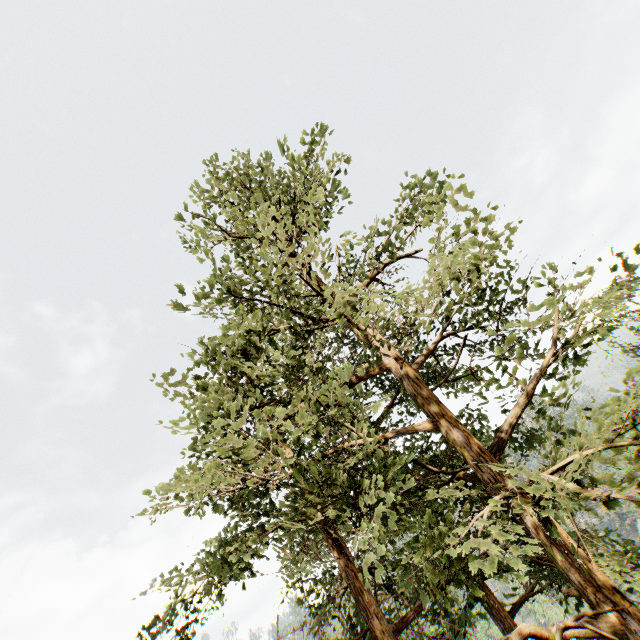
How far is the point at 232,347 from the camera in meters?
9.4

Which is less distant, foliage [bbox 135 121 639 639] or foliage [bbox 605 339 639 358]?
foliage [bbox 135 121 639 639]

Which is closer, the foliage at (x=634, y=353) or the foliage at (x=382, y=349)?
the foliage at (x=382, y=349)
